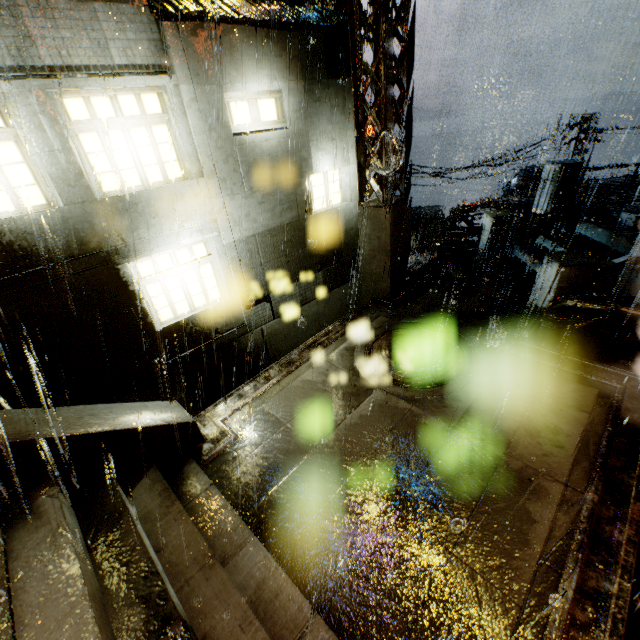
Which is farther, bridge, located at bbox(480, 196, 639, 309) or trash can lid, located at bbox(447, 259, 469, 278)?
trash can lid, located at bbox(447, 259, 469, 278)

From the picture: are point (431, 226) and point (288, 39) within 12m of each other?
no

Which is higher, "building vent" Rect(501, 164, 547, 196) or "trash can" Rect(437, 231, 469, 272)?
"trash can" Rect(437, 231, 469, 272)

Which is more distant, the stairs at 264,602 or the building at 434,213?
the building at 434,213

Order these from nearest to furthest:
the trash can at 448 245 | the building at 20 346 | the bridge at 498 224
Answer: the building at 20 346
the bridge at 498 224
the trash can at 448 245

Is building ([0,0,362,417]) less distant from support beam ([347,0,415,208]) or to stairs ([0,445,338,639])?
support beam ([347,0,415,208])

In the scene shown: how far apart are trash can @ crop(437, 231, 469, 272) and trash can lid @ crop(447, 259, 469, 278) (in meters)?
0.03

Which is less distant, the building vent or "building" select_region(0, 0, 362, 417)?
"building" select_region(0, 0, 362, 417)
